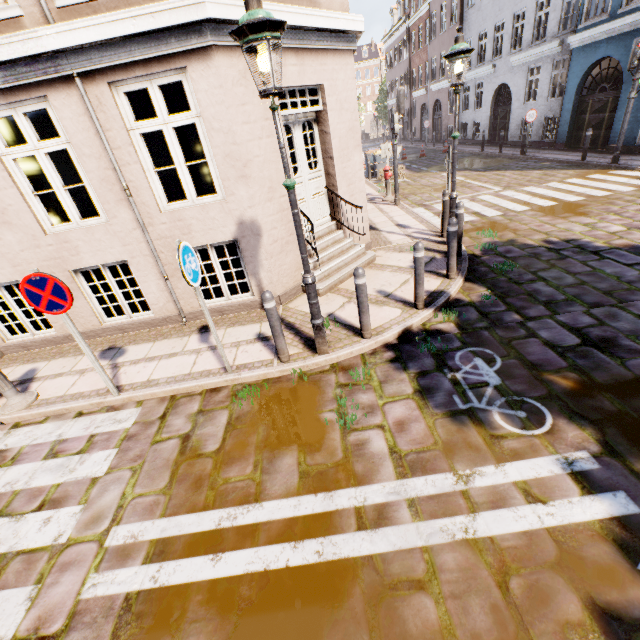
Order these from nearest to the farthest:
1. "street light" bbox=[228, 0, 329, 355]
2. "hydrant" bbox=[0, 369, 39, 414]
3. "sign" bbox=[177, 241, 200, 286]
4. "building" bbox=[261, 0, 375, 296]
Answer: "street light" bbox=[228, 0, 329, 355] < "sign" bbox=[177, 241, 200, 286] < "hydrant" bbox=[0, 369, 39, 414] < "building" bbox=[261, 0, 375, 296]

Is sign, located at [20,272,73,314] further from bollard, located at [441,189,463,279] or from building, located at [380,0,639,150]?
bollard, located at [441,189,463,279]

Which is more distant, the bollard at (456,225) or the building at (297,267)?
the bollard at (456,225)

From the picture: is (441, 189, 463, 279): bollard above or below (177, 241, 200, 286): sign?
below

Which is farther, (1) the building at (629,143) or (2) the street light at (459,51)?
(1) the building at (629,143)

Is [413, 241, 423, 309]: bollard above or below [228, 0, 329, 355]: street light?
below

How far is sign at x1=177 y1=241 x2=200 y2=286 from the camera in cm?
359

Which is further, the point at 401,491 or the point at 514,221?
the point at 514,221
